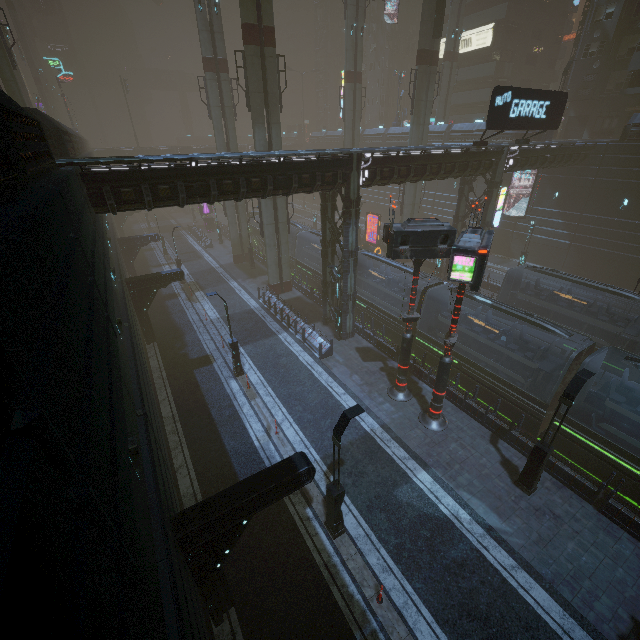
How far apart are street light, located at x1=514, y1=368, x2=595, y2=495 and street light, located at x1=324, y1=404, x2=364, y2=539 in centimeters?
710cm

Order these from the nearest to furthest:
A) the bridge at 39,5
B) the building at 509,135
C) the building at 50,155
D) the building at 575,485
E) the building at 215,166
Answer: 1. the building at 215,166
2. the building at 50,155
3. the building at 575,485
4. the building at 509,135
5. the bridge at 39,5

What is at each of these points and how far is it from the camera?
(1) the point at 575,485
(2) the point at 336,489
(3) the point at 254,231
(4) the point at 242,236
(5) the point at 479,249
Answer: (1) building, 12.9m
(2) street light, 10.6m
(3) train, 40.9m
(4) sm, 36.6m
(5) sign, 10.7m

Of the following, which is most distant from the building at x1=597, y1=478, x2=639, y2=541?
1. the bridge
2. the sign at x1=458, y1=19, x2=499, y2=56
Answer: the bridge

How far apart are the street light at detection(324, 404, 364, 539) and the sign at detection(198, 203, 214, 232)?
48.0m

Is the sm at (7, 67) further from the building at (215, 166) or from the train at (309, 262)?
the train at (309, 262)

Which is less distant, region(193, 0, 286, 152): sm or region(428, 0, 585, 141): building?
region(193, 0, 286, 152): sm

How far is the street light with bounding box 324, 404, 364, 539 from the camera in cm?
934
